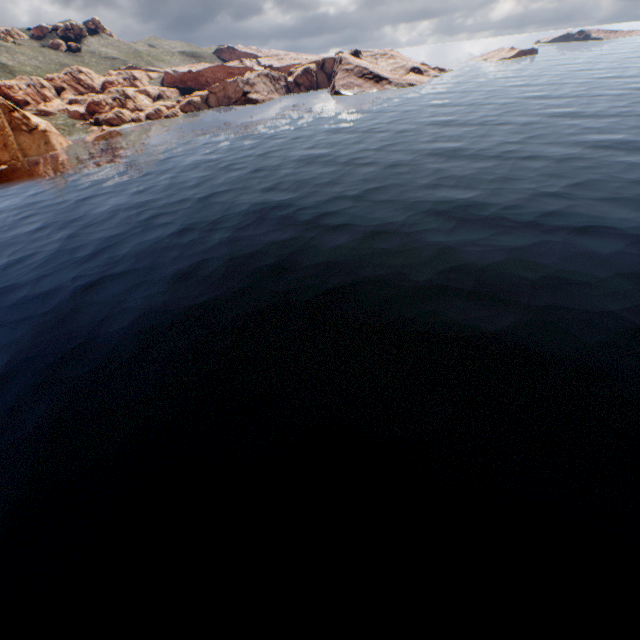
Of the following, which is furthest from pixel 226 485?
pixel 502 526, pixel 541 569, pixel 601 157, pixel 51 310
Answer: pixel 601 157
